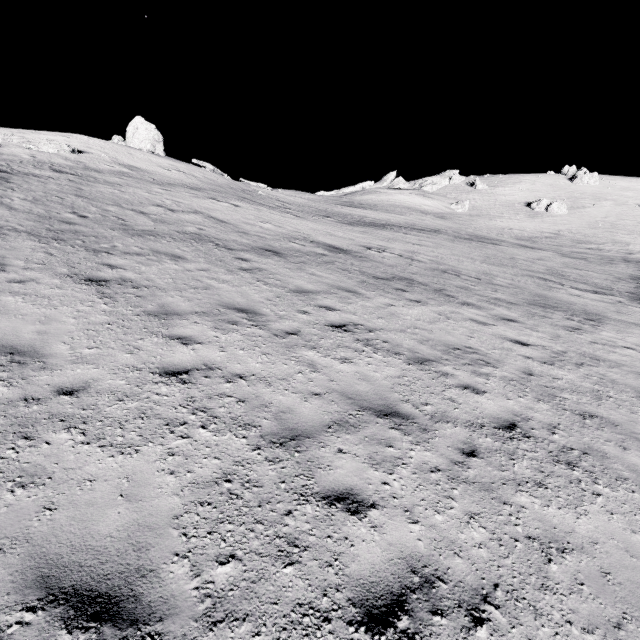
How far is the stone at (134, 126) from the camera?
30.9 meters

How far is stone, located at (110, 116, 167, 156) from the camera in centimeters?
3088cm

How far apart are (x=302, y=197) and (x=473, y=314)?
48.58m
